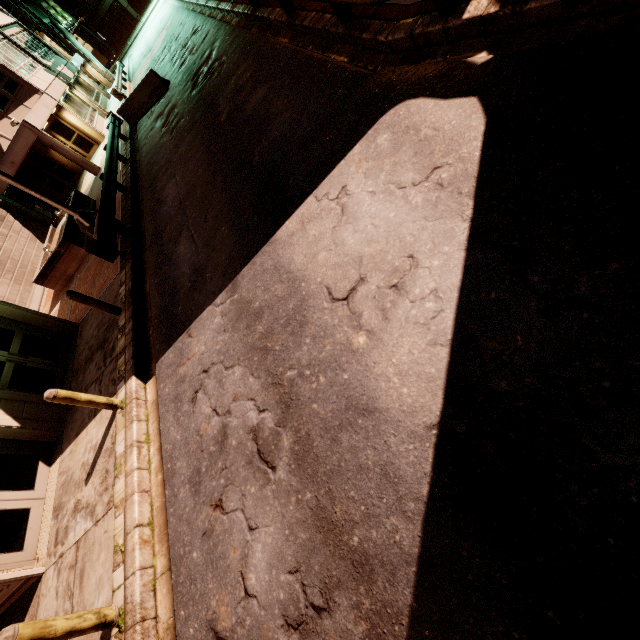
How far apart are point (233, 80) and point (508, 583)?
13.16m

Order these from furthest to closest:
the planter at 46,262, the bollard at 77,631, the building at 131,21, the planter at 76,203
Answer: the building at 131,21, the planter at 76,203, the planter at 46,262, the bollard at 77,631

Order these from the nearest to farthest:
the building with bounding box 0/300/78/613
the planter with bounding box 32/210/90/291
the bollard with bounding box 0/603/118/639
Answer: the bollard with bounding box 0/603/118/639, the building with bounding box 0/300/78/613, the planter with bounding box 32/210/90/291

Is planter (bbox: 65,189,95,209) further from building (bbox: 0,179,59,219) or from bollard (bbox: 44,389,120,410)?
bollard (bbox: 44,389,120,410)

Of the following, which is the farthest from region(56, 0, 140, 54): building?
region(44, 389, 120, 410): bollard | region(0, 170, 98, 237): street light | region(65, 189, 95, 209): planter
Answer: region(44, 389, 120, 410): bollard

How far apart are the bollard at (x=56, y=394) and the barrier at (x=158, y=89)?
16.8m

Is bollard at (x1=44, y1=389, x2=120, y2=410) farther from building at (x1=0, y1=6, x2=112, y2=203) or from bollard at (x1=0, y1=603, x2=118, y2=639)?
bollard at (x1=0, y1=603, x2=118, y2=639)

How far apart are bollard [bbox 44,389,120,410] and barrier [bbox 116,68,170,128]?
16.8m
